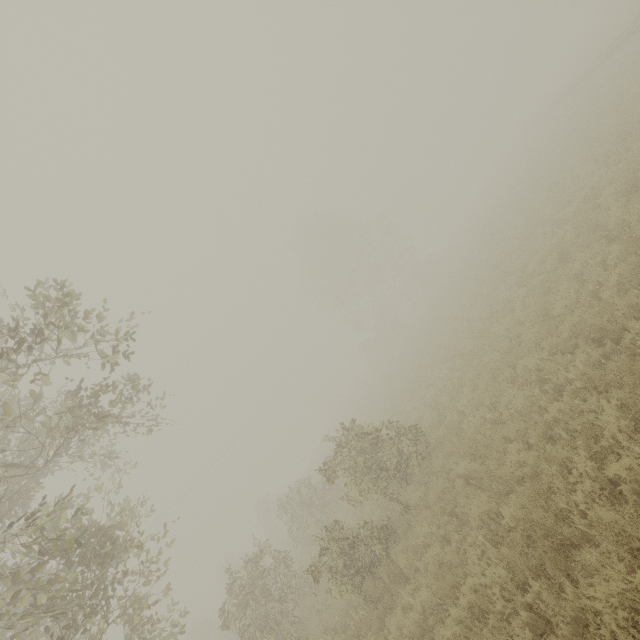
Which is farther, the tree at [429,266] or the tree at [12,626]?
the tree at [429,266]

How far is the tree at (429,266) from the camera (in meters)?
39.09

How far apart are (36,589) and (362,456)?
7.8 meters

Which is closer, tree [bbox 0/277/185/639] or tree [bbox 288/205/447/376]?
tree [bbox 0/277/185/639]

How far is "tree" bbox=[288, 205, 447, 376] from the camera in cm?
3909
